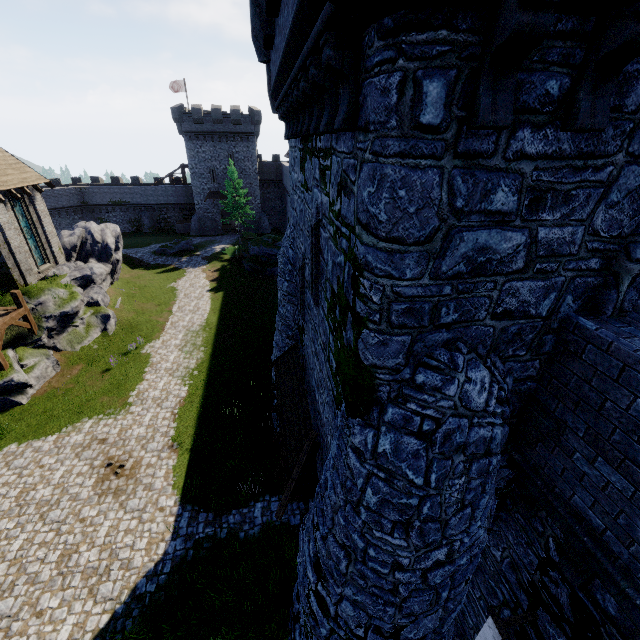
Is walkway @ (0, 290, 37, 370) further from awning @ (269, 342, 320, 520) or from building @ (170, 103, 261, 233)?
building @ (170, 103, 261, 233)

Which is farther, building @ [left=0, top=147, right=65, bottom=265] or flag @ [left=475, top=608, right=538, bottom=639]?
building @ [left=0, top=147, right=65, bottom=265]

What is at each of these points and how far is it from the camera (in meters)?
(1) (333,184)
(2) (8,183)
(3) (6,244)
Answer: (1) building, 4.93
(2) building, 19.69
(3) building, 19.59

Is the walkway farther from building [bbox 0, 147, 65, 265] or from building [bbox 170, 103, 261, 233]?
building [bbox 170, 103, 261, 233]

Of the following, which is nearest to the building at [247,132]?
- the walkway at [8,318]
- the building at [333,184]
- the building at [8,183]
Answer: the building at [8,183]

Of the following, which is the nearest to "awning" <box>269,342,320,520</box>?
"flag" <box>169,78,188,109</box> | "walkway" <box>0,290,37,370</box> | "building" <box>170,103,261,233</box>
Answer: "walkway" <box>0,290,37,370</box>

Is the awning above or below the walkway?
above

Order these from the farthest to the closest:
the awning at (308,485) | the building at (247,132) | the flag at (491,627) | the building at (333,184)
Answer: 1. the building at (247,132)
2. the awning at (308,485)
3. the flag at (491,627)
4. the building at (333,184)
